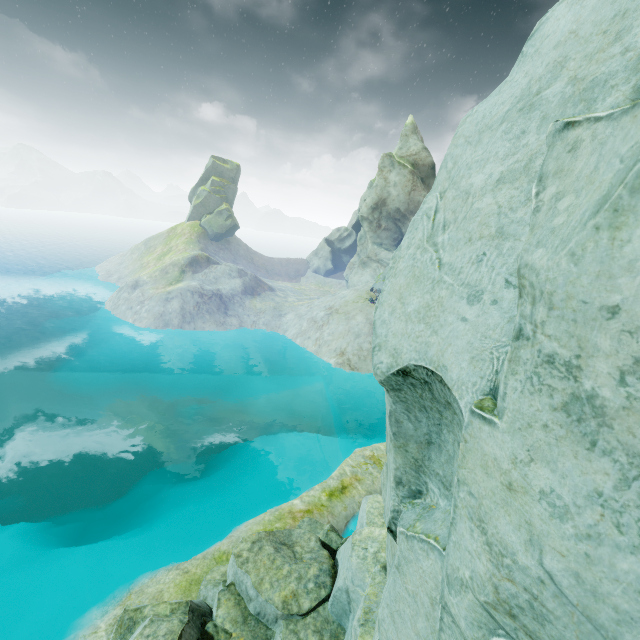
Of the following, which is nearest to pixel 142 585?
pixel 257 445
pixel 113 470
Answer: pixel 257 445
